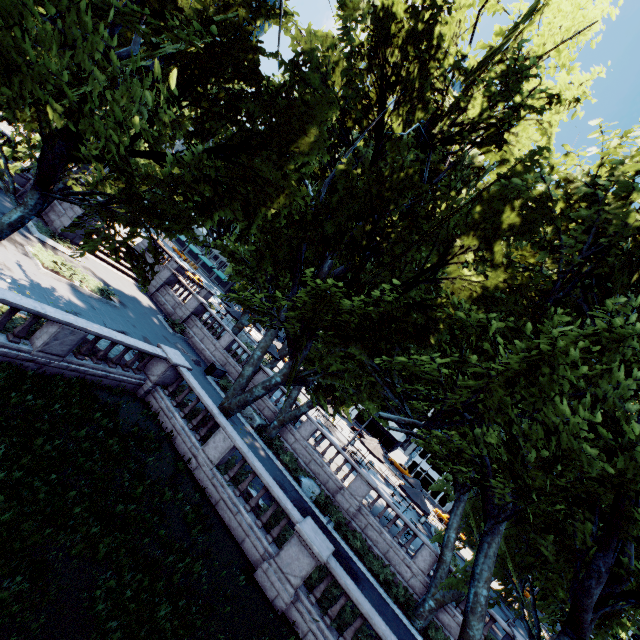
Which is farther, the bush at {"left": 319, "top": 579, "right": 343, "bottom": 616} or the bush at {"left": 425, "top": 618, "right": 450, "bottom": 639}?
the bush at {"left": 425, "top": 618, "right": 450, "bottom": 639}

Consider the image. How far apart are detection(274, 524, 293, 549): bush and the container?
11.79m

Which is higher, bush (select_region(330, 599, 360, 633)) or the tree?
the tree

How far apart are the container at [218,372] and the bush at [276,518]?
11.8m

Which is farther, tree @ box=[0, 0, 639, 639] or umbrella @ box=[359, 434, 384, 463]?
umbrella @ box=[359, 434, 384, 463]

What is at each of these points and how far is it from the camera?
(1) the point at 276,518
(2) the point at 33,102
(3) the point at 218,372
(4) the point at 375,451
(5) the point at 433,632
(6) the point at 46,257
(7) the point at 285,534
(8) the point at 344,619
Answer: (1) bush, 13.2m
(2) tree, 7.1m
(3) container, 24.1m
(4) umbrella, 27.8m
(5) bush, 16.1m
(6) bush, 17.5m
(7) bush, 13.1m
(8) bush, 11.2m

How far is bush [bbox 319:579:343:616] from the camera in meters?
10.8 m

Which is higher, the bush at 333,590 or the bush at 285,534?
the bush at 333,590
